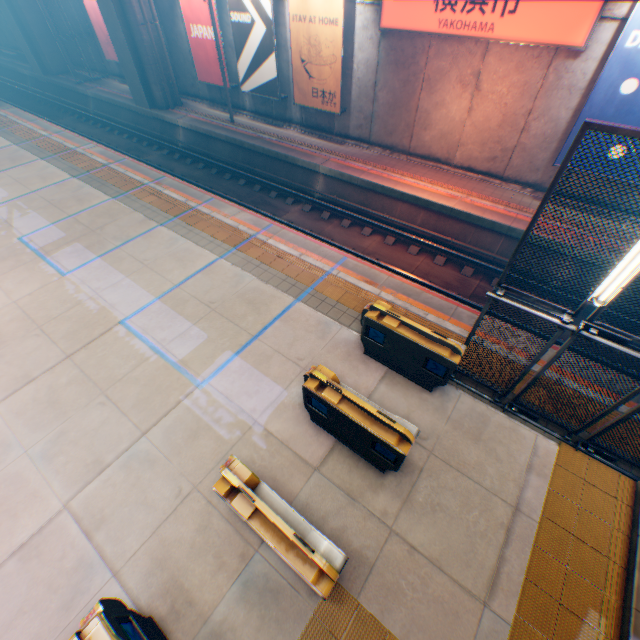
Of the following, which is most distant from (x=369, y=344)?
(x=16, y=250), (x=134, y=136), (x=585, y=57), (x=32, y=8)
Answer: (x=32, y=8)

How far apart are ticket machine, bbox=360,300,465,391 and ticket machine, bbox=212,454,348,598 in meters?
3.4 m

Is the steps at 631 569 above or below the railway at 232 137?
above

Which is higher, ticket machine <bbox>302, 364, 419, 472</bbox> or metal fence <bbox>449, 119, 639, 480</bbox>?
metal fence <bbox>449, 119, 639, 480</bbox>

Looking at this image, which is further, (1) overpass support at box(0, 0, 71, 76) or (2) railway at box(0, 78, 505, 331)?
(1) overpass support at box(0, 0, 71, 76)

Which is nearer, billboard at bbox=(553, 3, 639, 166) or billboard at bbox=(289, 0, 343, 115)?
billboard at bbox=(553, 3, 639, 166)

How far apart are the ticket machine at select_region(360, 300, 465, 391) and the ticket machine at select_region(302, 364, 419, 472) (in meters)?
1.43

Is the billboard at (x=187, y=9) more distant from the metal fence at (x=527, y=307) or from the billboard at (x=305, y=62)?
the billboard at (x=305, y=62)
